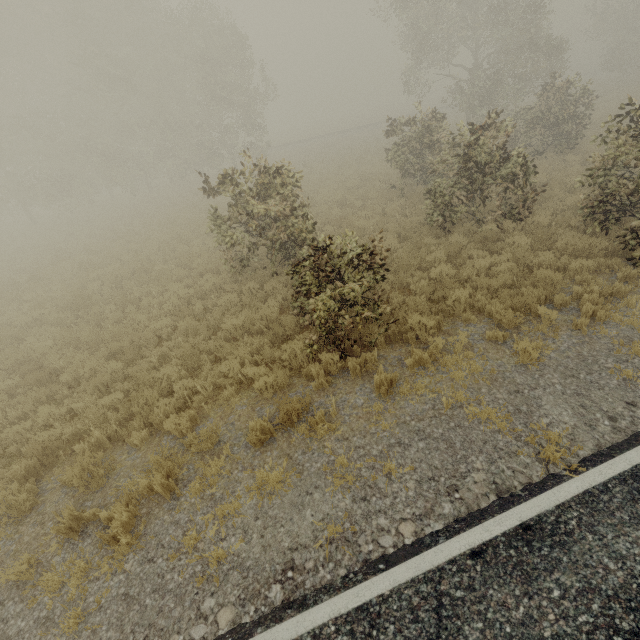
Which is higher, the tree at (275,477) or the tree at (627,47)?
the tree at (627,47)

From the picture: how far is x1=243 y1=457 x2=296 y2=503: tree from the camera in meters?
4.7

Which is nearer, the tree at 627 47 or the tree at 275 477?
the tree at 275 477

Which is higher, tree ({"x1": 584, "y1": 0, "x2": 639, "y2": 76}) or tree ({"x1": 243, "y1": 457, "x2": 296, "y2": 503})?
tree ({"x1": 584, "y1": 0, "x2": 639, "y2": 76})

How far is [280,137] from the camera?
59.22m

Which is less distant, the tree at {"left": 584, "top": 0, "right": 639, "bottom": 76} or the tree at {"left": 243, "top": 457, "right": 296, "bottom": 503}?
the tree at {"left": 243, "top": 457, "right": 296, "bottom": 503}
